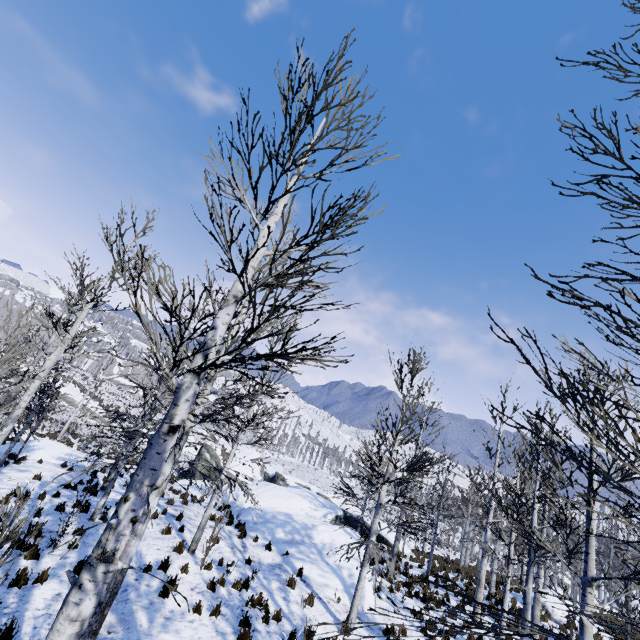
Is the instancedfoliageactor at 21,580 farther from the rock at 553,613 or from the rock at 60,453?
the rock at 553,613

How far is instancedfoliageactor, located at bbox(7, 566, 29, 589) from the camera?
6.7m

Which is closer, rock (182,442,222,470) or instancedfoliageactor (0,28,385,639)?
instancedfoliageactor (0,28,385,639)

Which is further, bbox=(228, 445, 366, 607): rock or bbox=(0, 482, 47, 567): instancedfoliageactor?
bbox=(228, 445, 366, 607): rock

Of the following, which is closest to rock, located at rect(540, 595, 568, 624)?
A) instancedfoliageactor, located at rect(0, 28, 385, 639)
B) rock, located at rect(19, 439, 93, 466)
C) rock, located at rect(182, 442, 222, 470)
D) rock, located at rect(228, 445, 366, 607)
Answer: rock, located at rect(228, 445, 366, 607)

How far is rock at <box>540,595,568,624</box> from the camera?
17.3 meters

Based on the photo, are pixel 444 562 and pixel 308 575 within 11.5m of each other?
no

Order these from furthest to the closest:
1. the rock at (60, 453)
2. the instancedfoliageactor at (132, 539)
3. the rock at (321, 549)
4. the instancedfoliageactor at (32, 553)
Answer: the rock at (60, 453) → the rock at (321, 549) → the instancedfoliageactor at (32, 553) → the instancedfoliageactor at (132, 539)
